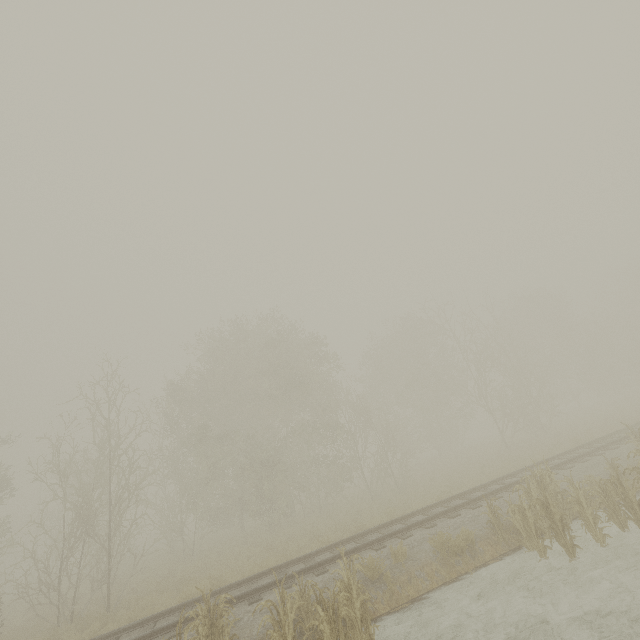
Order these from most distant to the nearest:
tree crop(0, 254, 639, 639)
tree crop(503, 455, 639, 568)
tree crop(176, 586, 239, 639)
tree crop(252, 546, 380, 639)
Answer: tree crop(0, 254, 639, 639) < tree crop(503, 455, 639, 568) < tree crop(176, 586, 239, 639) < tree crop(252, 546, 380, 639)

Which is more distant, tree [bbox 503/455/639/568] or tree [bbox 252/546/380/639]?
tree [bbox 503/455/639/568]

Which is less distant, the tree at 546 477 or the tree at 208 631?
the tree at 208 631

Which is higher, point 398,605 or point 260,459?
point 260,459

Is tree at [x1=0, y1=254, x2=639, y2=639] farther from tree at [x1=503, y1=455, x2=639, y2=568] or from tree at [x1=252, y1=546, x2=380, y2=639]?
tree at [x1=252, y1=546, x2=380, y2=639]

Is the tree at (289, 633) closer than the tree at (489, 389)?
Yes
